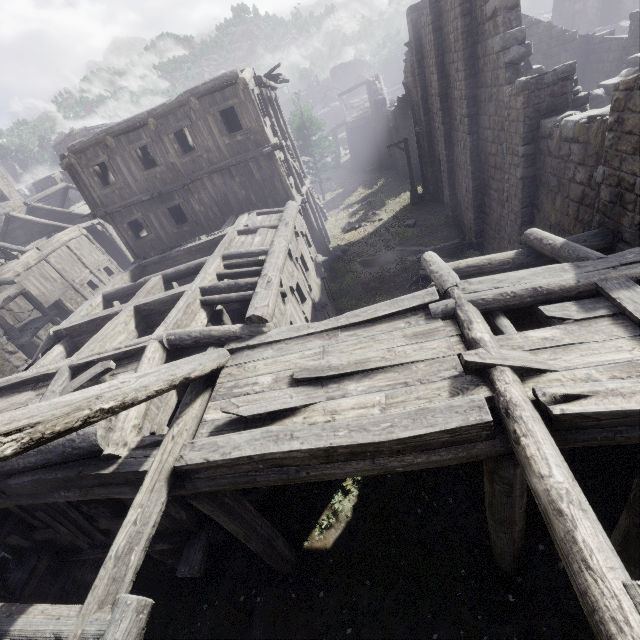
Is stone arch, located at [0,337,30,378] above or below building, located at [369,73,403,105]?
below

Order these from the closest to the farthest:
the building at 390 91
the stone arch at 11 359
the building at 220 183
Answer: the building at 220 183, the stone arch at 11 359, the building at 390 91

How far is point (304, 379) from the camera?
5.2m

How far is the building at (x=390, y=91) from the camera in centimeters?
3551cm

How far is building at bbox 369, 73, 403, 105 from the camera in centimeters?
3551cm

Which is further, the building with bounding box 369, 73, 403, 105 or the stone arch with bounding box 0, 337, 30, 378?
the building with bounding box 369, 73, 403, 105

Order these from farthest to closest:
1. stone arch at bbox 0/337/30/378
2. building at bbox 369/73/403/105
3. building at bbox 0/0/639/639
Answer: building at bbox 369/73/403/105
stone arch at bbox 0/337/30/378
building at bbox 0/0/639/639
